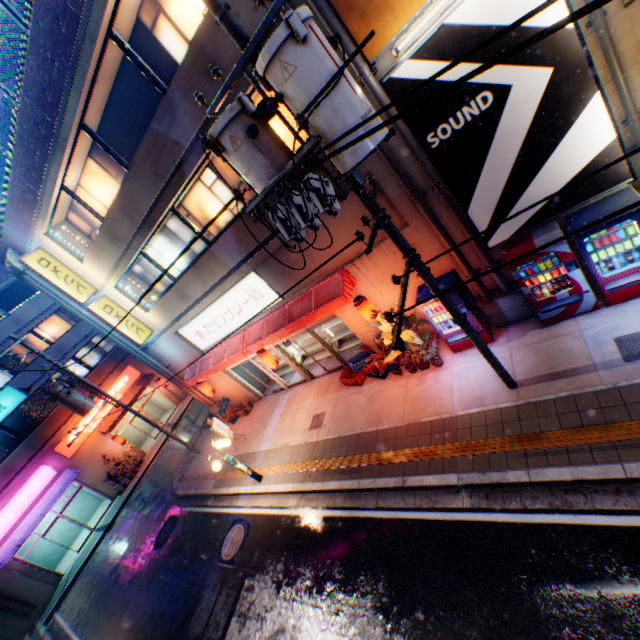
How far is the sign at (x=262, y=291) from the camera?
11.3 meters

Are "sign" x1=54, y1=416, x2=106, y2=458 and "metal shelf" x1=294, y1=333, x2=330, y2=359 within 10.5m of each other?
no

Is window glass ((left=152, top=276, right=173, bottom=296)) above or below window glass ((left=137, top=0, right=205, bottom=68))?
below

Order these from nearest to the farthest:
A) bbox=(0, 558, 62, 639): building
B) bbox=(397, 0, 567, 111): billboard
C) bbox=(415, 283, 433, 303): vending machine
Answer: bbox=(397, 0, 567, 111): billboard < bbox=(415, 283, 433, 303): vending machine < bbox=(0, 558, 62, 639): building

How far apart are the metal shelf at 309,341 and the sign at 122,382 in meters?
16.2 m

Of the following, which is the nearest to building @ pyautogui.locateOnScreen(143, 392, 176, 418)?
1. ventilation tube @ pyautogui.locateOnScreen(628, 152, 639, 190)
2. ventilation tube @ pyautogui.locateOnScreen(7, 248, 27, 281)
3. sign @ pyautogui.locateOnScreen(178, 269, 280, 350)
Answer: ventilation tube @ pyautogui.locateOnScreen(7, 248, 27, 281)

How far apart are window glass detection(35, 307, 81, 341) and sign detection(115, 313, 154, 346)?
13.0 meters

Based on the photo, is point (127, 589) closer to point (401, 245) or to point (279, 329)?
point (279, 329)
